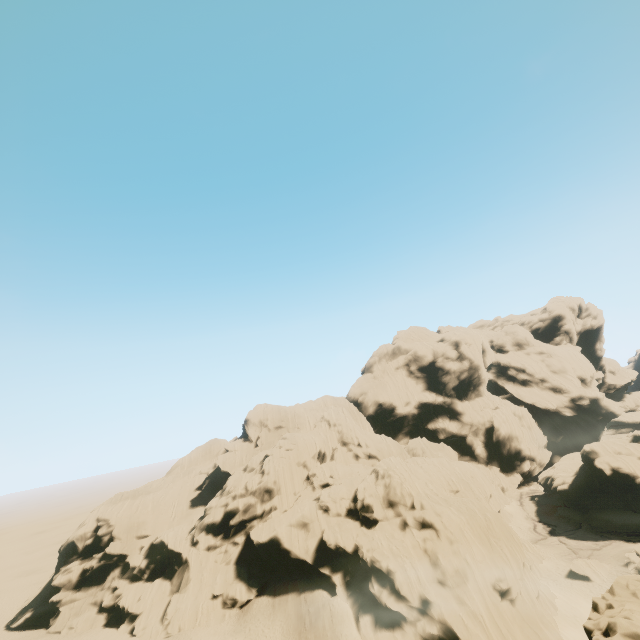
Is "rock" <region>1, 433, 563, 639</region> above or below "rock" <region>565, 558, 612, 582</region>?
above

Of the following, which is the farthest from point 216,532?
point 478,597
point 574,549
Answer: point 574,549

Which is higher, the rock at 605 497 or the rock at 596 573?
the rock at 605 497

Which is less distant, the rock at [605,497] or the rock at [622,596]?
the rock at [622,596]

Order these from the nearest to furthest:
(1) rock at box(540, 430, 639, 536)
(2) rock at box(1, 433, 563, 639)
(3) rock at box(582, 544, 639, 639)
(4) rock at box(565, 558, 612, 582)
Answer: (3) rock at box(582, 544, 639, 639) < (2) rock at box(1, 433, 563, 639) < (4) rock at box(565, 558, 612, 582) < (1) rock at box(540, 430, 639, 536)

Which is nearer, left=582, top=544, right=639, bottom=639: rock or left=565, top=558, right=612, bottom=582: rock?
left=582, top=544, right=639, bottom=639: rock
